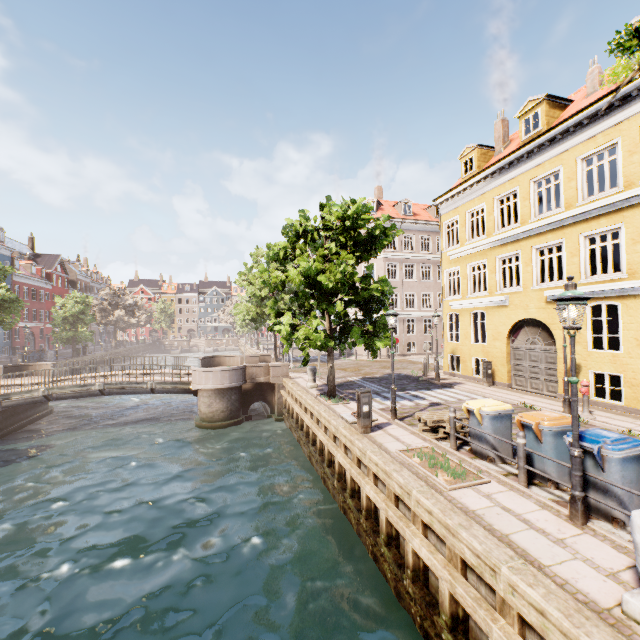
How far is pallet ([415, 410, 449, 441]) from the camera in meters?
9.0 m

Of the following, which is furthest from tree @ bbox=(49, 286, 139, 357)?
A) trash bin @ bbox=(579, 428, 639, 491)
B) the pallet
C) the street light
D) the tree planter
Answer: the tree planter

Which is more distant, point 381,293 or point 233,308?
point 233,308

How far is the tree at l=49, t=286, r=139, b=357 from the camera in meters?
37.4

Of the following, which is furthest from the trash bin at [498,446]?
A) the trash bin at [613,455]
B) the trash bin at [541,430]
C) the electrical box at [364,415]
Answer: the electrical box at [364,415]

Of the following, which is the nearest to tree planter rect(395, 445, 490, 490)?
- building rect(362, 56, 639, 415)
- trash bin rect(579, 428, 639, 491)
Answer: trash bin rect(579, 428, 639, 491)

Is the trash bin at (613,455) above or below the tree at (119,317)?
below

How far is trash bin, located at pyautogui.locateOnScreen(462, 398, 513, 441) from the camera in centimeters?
745cm
